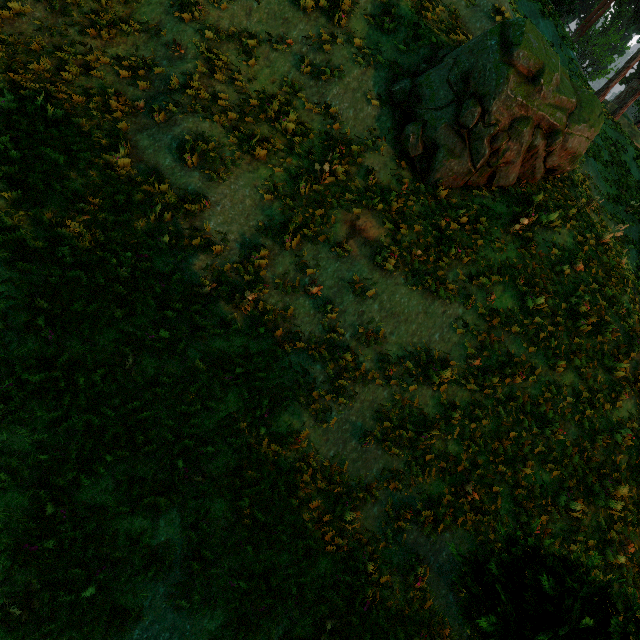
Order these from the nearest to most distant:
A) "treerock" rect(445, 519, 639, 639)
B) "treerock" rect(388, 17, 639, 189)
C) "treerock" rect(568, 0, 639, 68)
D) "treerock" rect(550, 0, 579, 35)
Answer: "treerock" rect(445, 519, 639, 639), "treerock" rect(388, 17, 639, 189), "treerock" rect(550, 0, 579, 35), "treerock" rect(568, 0, 639, 68)

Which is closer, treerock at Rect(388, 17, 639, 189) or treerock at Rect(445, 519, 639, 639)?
treerock at Rect(445, 519, 639, 639)

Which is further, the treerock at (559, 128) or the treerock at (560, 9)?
the treerock at (560, 9)

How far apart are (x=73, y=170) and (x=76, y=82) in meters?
2.7

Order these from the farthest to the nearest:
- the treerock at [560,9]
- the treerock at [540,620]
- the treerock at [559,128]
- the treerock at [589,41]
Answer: the treerock at [589,41] < the treerock at [560,9] < the treerock at [559,128] < the treerock at [540,620]

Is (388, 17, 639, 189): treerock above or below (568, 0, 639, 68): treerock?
below
